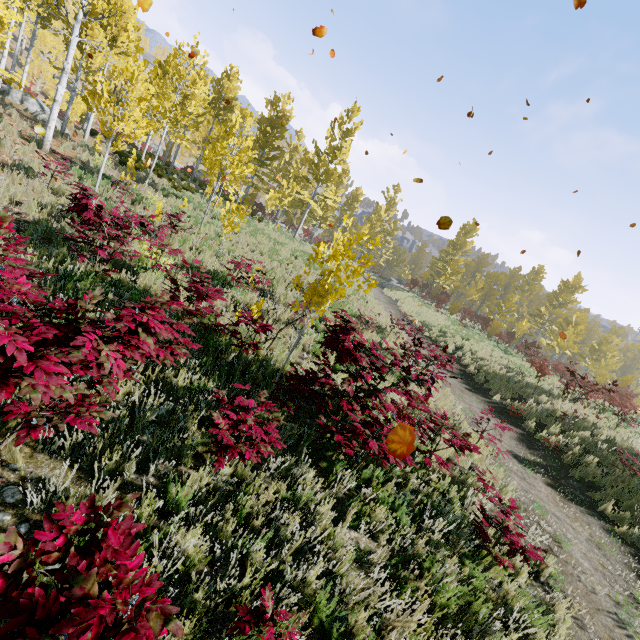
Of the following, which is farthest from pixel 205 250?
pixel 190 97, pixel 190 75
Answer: pixel 190 97

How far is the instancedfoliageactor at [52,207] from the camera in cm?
773

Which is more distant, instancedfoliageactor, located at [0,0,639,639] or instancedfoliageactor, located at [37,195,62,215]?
instancedfoliageactor, located at [37,195,62,215]

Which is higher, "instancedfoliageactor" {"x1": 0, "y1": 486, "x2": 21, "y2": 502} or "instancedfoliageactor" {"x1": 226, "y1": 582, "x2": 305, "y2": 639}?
"instancedfoliageactor" {"x1": 226, "y1": 582, "x2": 305, "y2": 639}

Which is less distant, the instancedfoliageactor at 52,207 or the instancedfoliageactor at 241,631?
the instancedfoliageactor at 241,631

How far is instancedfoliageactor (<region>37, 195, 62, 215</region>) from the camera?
7.73m

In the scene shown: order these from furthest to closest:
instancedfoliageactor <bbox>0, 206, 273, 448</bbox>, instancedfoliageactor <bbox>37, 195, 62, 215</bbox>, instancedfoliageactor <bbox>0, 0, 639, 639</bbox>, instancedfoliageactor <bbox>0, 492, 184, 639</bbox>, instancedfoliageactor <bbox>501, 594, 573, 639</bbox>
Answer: instancedfoliageactor <bbox>37, 195, 62, 215</bbox> < instancedfoliageactor <bbox>0, 0, 639, 639</bbox> < instancedfoliageactor <bbox>501, 594, 573, 639</bbox> < instancedfoliageactor <bbox>0, 206, 273, 448</bbox> < instancedfoliageactor <bbox>0, 492, 184, 639</bbox>
